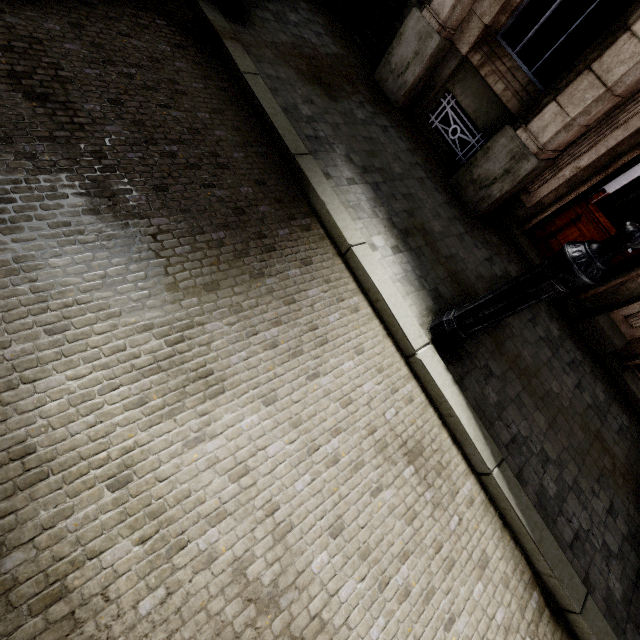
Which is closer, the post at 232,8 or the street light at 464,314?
the street light at 464,314

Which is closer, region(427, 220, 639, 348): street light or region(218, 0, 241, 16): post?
region(427, 220, 639, 348): street light

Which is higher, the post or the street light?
the street light

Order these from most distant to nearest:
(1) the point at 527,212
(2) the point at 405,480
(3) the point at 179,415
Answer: (1) the point at 527,212, (2) the point at 405,480, (3) the point at 179,415

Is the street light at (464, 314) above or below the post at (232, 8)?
above
